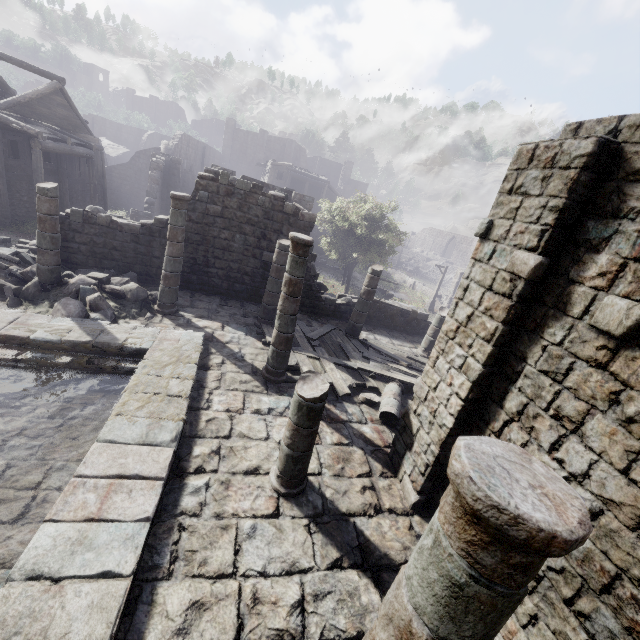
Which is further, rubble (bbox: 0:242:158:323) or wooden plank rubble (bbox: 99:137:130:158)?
wooden plank rubble (bbox: 99:137:130:158)

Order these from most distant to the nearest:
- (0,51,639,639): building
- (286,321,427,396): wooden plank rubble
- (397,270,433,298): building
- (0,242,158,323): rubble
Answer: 1. (397,270,433,298): building
2. (286,321,427,396): wooden plank rubble
3. (0,242,158,323): rubble
4. (0,51,639,639): building

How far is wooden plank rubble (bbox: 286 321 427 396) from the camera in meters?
9.8 m

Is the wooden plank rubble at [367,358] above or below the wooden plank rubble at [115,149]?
below

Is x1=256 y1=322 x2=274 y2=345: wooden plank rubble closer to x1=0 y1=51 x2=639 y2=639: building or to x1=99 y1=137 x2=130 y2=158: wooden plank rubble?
x1=0 y1=51 x2=639 y2=639: building

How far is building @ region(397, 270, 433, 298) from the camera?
37.5 meters

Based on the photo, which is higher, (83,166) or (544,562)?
(544,562)

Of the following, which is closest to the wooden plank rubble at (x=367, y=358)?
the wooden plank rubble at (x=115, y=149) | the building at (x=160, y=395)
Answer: the building at (x=160, y=395)
